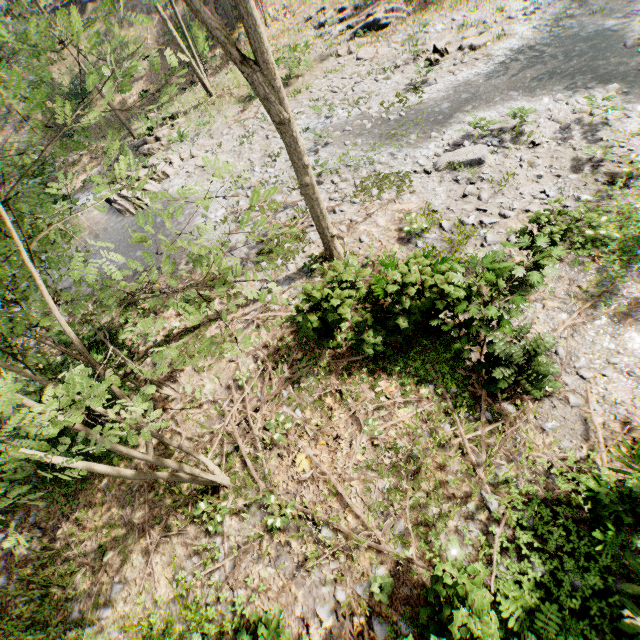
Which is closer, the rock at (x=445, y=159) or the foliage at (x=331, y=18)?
the rock at (x=445, y=159)

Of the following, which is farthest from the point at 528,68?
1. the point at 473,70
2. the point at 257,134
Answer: the point at 257,134

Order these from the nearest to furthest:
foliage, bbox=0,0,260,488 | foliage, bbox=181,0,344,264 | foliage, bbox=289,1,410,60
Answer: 1. foliage, bbox=0,0,260,488
2. foliage, bbox=181,0,344,264
3. foliage, bbox=289,1,410,60

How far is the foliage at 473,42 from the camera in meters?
14.6 m

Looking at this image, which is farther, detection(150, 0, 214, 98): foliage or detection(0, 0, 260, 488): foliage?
detection(150, 0, 214, 98): foliage

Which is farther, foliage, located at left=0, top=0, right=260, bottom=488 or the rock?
the rock
